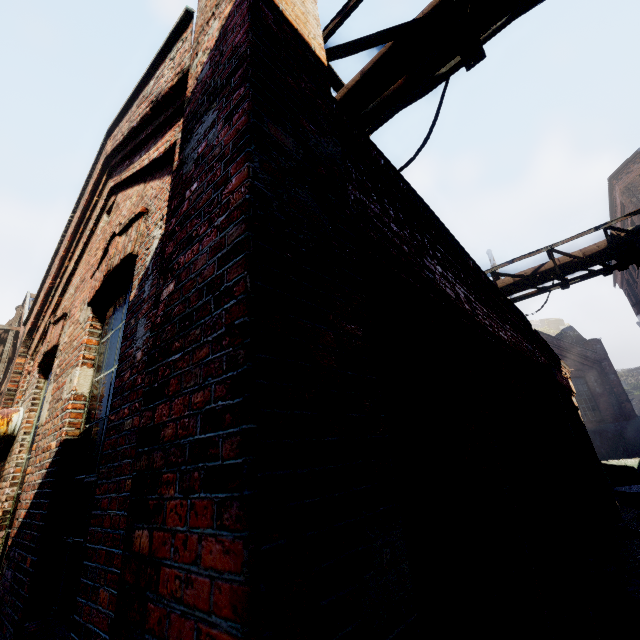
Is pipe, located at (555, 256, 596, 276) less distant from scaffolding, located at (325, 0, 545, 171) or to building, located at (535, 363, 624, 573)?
scaffolding, located at (325, 0, 545, 171)

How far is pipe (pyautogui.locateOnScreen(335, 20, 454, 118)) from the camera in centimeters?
325cm

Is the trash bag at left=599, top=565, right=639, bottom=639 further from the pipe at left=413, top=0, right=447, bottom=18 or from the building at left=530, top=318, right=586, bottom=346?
the building at left=530, top=318, right=586, bottom=346

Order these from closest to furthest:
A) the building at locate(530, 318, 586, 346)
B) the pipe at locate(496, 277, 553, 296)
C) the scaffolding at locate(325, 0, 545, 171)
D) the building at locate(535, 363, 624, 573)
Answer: the scaffolding at locate(325, 0, 545, 171), the building at locate(535, 363, 624, 573), the pipe at locate(496, 277, 553, 296), the building at locate(530, 318, 586, 346)

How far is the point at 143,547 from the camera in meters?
1.0 m

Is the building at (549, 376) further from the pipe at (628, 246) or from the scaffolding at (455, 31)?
the scaffolding at (455, 31)

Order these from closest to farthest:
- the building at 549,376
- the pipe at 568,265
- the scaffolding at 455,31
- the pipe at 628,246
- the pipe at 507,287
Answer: the scaffolding at 455,31
the building at 549,376
the pipe at 628,246
the pipe at 568,265
the pipe at 507,287

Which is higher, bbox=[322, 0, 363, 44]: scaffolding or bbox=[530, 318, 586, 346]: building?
bbox=[530, 318, 586, 346]: building
